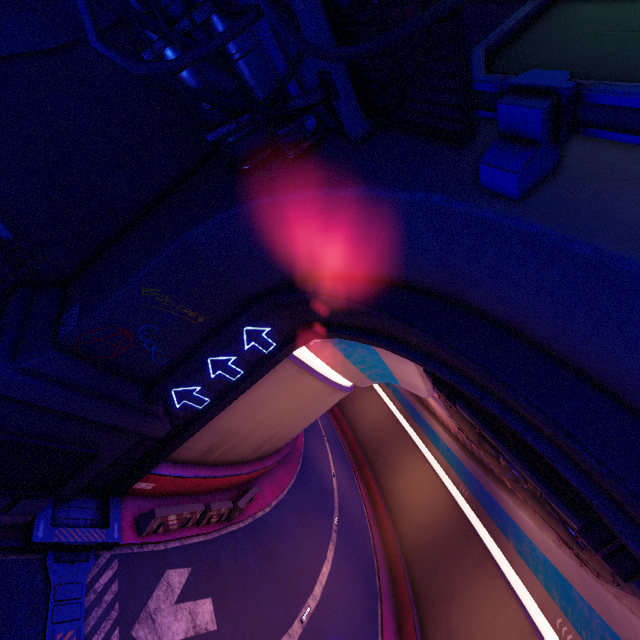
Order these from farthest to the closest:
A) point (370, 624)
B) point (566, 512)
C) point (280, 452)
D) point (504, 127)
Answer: point (280, 452) < point (370, 624) < point (566, 512) < point (504, 127)

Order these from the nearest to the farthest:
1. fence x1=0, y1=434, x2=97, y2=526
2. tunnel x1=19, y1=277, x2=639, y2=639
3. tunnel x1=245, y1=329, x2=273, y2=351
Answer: tunnel x1=19, y1=277, x2=639, y2=639, fence x1=0, y1=434, x2=97, y2=526, tunnel x1=245, y1=329, x2=273, y2=351

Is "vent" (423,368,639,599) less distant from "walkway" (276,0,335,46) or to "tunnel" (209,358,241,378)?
"tunnel" (209,358,241,378)

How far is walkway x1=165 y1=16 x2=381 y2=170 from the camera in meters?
4.9

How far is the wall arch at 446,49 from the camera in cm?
573

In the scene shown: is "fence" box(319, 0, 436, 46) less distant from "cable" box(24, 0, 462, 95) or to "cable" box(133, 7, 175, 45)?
"cable" box(24, 0, 462, 95)

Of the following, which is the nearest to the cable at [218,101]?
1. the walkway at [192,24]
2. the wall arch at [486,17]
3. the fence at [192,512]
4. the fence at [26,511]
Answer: the walkway at [192,24]

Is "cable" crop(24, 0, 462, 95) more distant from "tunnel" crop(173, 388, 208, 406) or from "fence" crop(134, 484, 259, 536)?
"fence" crop(134, 484, 259, 536)
